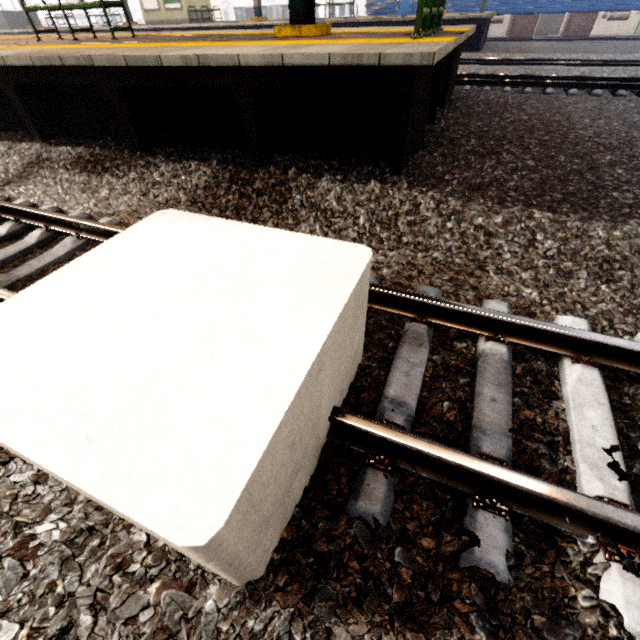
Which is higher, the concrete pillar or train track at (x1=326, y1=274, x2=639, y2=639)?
the concrete pillar

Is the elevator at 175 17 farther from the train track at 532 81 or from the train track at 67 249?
the train track at 67 249

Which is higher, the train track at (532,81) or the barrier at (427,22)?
the barrier at (427,22)

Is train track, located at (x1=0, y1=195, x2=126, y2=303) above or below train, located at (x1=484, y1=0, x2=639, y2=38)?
below

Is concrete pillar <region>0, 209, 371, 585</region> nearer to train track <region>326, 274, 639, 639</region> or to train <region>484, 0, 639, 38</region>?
train track <region>326, 274, 639, 639</region>

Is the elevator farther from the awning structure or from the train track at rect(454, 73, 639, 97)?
the awning structure

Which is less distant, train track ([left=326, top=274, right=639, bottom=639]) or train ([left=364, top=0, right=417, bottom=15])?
train track ([left=326, top=274, right=639, bottom=639])

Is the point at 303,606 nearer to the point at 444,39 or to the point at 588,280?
the point at 588,280
